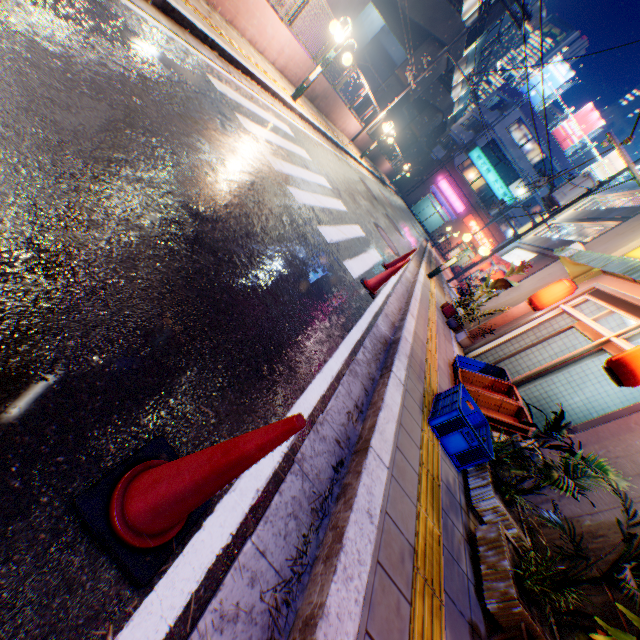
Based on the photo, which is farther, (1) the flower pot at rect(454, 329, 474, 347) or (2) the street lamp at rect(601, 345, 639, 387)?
(1) the flower pot at rect(454, 329, 474, 347)

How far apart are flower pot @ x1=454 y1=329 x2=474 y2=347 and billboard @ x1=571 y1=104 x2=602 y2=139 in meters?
41.1 m

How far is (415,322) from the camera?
6.1 meters

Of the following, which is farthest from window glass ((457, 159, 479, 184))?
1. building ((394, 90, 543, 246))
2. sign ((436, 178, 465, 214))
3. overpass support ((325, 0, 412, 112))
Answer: overpass support ((325, 0, 412, 112))

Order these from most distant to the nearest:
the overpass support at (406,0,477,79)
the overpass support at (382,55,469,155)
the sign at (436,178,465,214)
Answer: the sign at (436,178,465,214)
the overpass support at (382,55,469,155)
the overpass support at (406,0,477,79)

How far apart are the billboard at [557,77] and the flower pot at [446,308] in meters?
40.5

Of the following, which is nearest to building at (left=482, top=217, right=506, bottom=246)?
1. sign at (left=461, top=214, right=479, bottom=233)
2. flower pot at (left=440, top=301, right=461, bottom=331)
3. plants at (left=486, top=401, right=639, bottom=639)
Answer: sign at (left=461, top=214, right=479, bottom=233)

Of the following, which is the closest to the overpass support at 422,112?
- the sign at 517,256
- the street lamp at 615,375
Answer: the street lamp at 615,375
